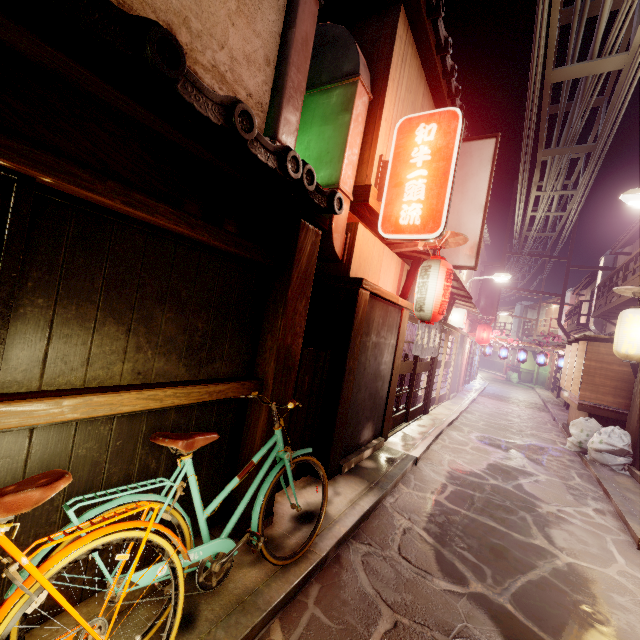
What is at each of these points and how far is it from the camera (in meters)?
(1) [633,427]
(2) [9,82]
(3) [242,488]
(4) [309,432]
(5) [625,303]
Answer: (1) wood pole, 14.38
(2) wood panel, 2.74
(3) wood pole, 5.84
(4) stick, 8.41
(5) terrace, 20.56

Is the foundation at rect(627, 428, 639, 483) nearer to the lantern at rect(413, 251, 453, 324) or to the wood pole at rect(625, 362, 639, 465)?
the wood pole at rect(625, 362, 639, 465)

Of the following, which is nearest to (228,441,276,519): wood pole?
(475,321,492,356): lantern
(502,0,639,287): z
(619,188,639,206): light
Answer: (502,0,639,287): z

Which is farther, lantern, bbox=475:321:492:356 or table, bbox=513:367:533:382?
table, bbox=513:367:533:382

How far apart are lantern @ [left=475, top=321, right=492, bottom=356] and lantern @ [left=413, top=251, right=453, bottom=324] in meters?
22.6

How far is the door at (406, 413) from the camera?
14.2m

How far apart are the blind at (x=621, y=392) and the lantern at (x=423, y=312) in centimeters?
1098cm

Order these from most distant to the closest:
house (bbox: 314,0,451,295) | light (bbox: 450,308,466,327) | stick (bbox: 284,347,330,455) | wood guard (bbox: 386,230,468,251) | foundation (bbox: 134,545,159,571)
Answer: light (bbox: 450,308,466,327), wood guard (bbox: 386,230,468,251), house (bbox: 314,0,451,295), stick (bbox: 284,347,330,455), foundation (bbox: 134,545,159,571)
